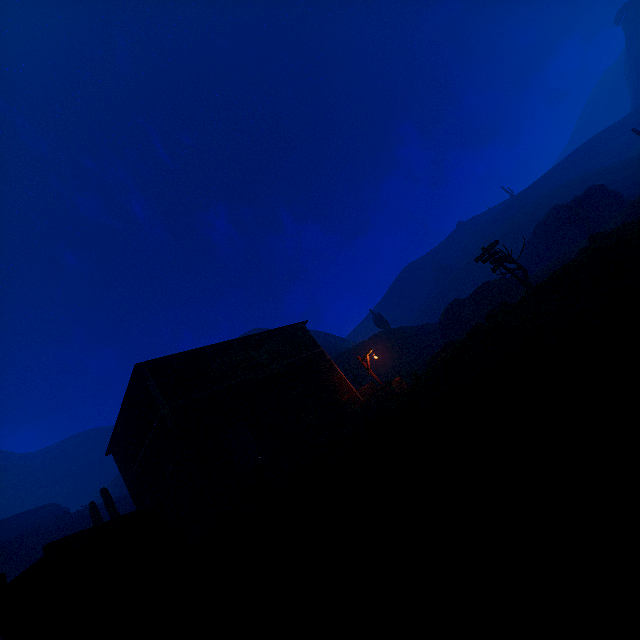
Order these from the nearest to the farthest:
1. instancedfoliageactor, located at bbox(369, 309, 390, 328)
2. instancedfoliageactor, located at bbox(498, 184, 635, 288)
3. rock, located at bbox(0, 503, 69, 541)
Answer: instancedfoliageactor, located at bbox(498, 184, 635, 288) < rock, located at bbox(0, 503, 69, 541) < instancedfoliageactor, located at bbox(369, 309, 390, 328)

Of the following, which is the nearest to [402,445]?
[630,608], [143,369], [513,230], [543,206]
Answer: [630,608]

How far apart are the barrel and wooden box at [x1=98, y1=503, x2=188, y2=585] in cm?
235

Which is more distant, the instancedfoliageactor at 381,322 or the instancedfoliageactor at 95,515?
the instancedfoliageactor at 381,322

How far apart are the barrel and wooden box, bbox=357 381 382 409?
9.30m

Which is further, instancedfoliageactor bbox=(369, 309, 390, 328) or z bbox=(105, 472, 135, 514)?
instancedfoliageactor bbox=(369, 309, 390, 328)

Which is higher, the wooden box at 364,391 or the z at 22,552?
the z at 22,552

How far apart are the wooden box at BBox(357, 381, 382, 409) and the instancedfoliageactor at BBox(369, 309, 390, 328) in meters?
23.8 m
